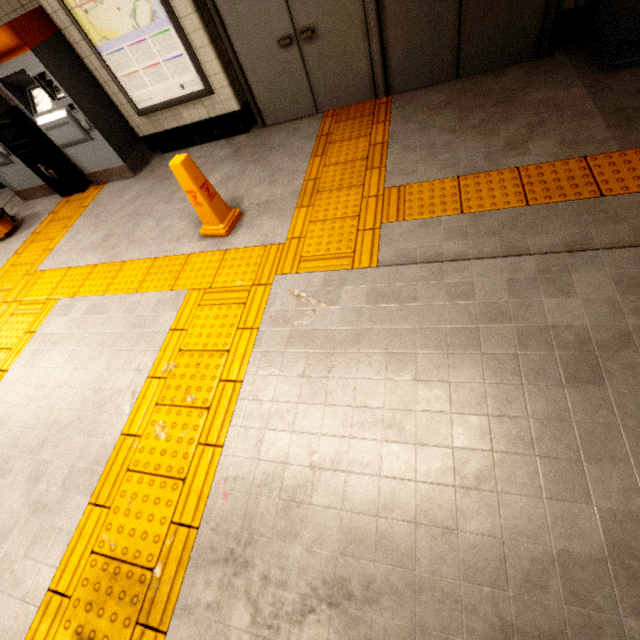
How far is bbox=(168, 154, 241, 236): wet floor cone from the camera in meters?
2.9

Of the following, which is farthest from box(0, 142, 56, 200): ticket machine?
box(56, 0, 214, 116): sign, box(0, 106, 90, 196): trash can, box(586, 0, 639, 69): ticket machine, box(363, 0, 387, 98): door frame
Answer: box(586, 0, 639, 69): ticket machine

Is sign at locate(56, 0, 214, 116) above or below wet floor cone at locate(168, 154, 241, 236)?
above

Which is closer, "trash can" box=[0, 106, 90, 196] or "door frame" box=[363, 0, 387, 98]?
"door frame" box=[363, 0, 387, 98]

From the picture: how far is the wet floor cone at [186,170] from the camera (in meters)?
2.93

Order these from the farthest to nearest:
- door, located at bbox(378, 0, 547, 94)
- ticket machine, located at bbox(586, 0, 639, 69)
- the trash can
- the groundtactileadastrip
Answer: the trash can < door, located at bbox(378, 0, 547, 94) < ticket machine, located at bbox(586, 0, 639, 69) < the groundtactileadastrip

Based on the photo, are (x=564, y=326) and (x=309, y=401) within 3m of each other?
yes

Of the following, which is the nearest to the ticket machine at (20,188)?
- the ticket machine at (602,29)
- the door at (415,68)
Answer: the door at (415,68)
